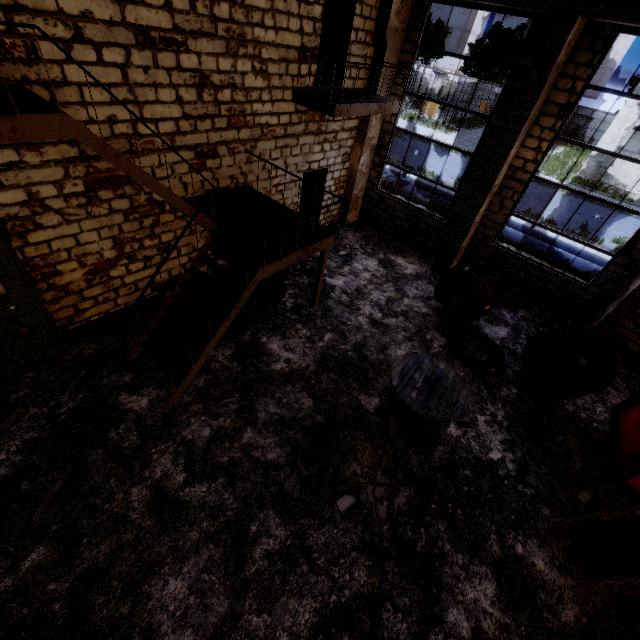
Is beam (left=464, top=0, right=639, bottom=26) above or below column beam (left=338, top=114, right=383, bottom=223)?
above

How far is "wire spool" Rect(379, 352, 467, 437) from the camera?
6.0m

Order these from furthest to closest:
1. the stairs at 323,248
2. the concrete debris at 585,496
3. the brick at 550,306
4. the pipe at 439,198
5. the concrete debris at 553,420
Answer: the pipe at 439,198 < the brick at 550,306 < the concrete debris at 553,420 < the concrete debris at 585,496 < the stairs at 323,248

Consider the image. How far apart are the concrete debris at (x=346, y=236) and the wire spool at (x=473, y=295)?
3.10m

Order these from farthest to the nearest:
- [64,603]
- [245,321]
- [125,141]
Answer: [245,321]
[125,141]
[64,603]

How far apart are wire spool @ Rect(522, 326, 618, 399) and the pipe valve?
8.7 meters

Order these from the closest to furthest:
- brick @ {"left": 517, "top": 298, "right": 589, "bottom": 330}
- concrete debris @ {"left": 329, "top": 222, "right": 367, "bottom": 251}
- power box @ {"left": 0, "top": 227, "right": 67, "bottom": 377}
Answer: power box @ {"left": 0, "top": 227, "right": 67, "bottom": 377} → brick @ {"left": 517, "top": 298, "right": 589, "bottom": 330} → concrete debris @ {"left": 329, "top": 222, "right": 367, "bottom": 251}

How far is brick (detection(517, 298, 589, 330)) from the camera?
9.3 meters
